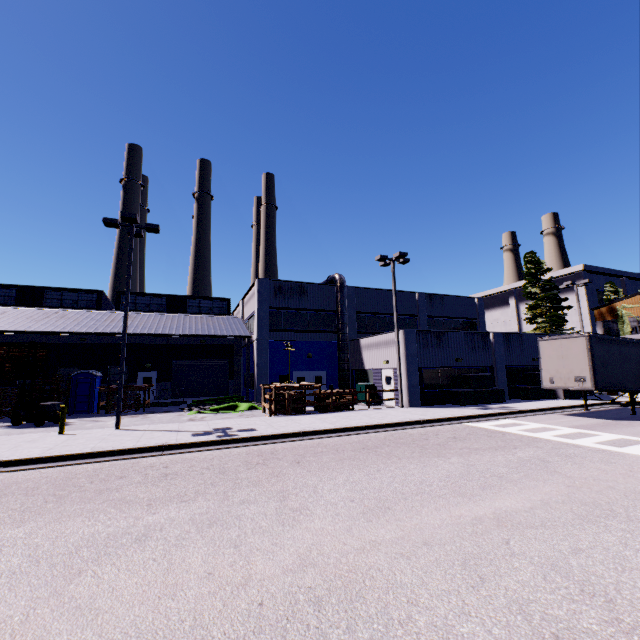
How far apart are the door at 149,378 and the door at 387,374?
20.0 meters

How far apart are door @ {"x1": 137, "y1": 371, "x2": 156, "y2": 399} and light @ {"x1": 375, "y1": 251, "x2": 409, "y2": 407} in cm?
2139

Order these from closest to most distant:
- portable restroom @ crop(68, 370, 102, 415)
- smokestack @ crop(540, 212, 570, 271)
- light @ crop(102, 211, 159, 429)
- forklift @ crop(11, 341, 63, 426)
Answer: light @ crop(102, 211, 159, 429) → forklift @ crop(11, 341, 63, 426) → portable restroom @ crop(68, 370, 102, 415) → smokestack @ crop(540, 212, 570, 271)

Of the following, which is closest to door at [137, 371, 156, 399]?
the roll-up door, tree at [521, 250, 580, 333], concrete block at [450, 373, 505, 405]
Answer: the roll-up door

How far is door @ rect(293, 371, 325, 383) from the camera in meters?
26.2 m

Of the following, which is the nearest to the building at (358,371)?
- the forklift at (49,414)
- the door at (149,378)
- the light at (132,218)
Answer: the door at (149,378)

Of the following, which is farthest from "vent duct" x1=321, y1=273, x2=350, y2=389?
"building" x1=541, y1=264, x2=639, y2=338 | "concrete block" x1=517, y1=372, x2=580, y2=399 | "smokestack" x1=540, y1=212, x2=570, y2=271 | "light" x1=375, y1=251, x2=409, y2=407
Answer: "smokestack" x1=540, y1=212, x2=570, y2=271

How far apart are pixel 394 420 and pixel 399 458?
5.72m
